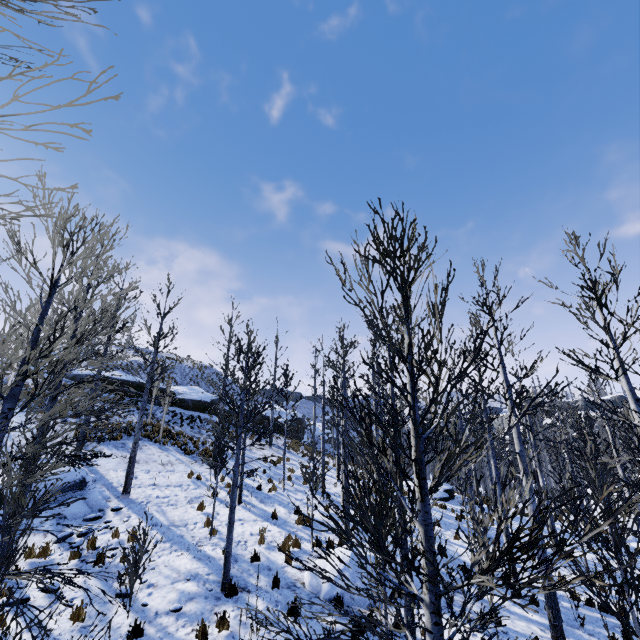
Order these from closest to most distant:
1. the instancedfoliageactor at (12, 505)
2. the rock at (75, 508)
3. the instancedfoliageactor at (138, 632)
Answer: the instancedfoliageactor at (12, 505) → the instancedfoliageactor at (138, 632) → the rock at (75, 508)

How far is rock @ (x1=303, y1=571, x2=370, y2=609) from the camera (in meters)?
8.17

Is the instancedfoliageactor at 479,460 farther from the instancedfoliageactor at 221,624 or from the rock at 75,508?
the rock at 75,508

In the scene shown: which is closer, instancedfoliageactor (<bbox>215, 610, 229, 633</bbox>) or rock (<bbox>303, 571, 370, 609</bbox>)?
instancedfoliageactor (<bbox>215, 610, 229, 633</bbox>)

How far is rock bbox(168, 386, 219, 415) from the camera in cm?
2783

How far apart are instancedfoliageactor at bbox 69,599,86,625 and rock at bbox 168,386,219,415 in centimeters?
2076cm

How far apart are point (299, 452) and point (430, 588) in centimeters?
2392cm

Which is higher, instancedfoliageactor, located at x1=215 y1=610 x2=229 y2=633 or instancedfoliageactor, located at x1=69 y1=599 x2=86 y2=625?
instancedfoliageactor, located at x1=69 y1=599 x2=86 y2=625
